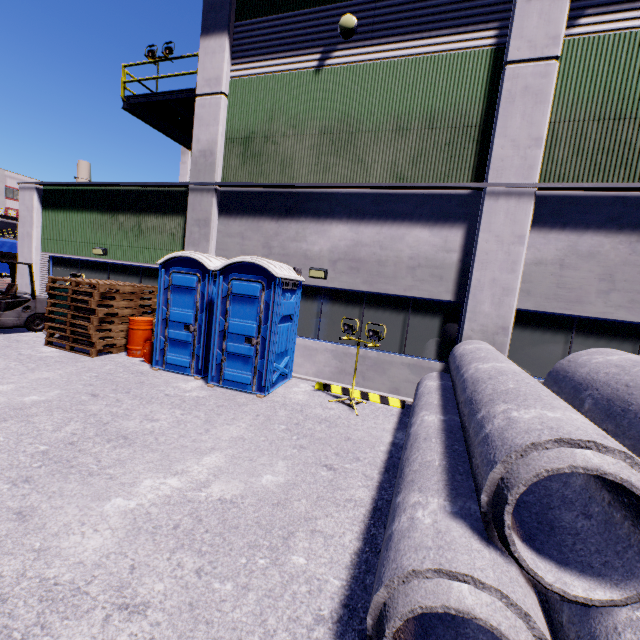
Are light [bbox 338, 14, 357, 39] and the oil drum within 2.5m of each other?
no

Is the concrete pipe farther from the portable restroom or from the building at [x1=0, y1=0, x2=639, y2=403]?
the portable restroom

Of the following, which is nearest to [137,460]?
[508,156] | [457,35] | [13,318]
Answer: [508,156]

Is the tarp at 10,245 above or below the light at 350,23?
below

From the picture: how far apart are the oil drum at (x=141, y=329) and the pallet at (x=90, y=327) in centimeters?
17cm

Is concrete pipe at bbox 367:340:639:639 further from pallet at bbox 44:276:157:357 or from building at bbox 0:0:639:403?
pallet at bbox 44:276:157:357

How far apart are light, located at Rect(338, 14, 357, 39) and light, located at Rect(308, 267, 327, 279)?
5.6m

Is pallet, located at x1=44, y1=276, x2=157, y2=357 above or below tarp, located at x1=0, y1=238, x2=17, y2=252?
below
